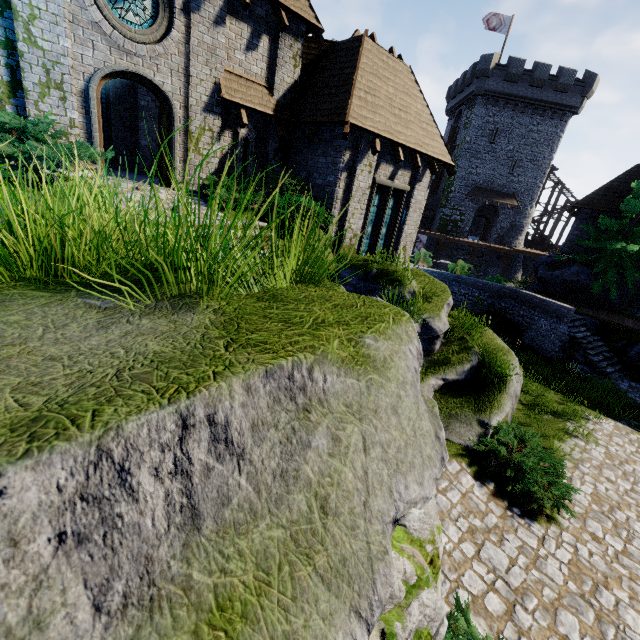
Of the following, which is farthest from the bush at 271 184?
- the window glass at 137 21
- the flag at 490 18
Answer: the flag at 490 18

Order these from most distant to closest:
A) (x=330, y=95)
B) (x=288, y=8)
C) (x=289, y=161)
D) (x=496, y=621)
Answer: (x=289, y=161) < (x=330, y=95) < (x=288, y=8) < (x=496, y=621)

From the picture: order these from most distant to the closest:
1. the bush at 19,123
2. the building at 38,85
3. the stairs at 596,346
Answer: the stairs at 596,346 < the building at 38,85 < the bush at 19,123

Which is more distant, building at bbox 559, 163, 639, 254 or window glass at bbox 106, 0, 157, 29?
building at bbox 559, 163, 639, 254

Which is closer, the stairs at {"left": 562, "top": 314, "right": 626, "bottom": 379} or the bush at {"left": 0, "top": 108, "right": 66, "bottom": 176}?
the bush at {"left": 0, "top": 108, "right": 66, "bottom": 176}

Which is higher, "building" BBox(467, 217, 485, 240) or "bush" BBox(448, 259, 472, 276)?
"building" BBox(467, 217, 485, 240)

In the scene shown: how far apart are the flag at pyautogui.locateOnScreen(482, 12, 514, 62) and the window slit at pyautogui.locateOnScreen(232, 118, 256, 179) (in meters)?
34.68

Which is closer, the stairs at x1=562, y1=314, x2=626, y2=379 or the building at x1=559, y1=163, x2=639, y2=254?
the stairs at x1=562, y1=314, x2=626, y2=379
